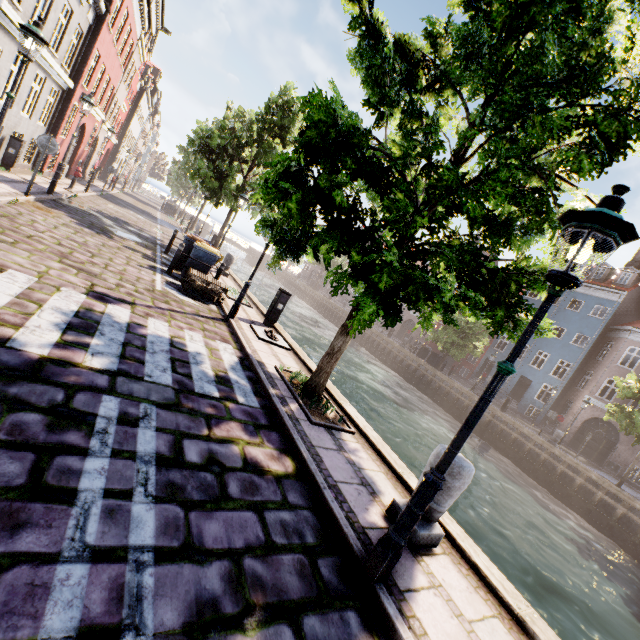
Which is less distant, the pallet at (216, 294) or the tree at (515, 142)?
the tree at (515, 142)

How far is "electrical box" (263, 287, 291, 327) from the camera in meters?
10.1

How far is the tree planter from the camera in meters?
5.4

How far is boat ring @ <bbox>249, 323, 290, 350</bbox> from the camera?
8.4m

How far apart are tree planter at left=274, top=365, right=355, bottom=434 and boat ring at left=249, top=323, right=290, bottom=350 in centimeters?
159cm

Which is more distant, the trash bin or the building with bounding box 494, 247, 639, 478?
the building with bounding box 494, 247, 639, 478

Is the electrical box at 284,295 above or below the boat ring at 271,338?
above

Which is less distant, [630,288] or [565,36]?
[565,36]
